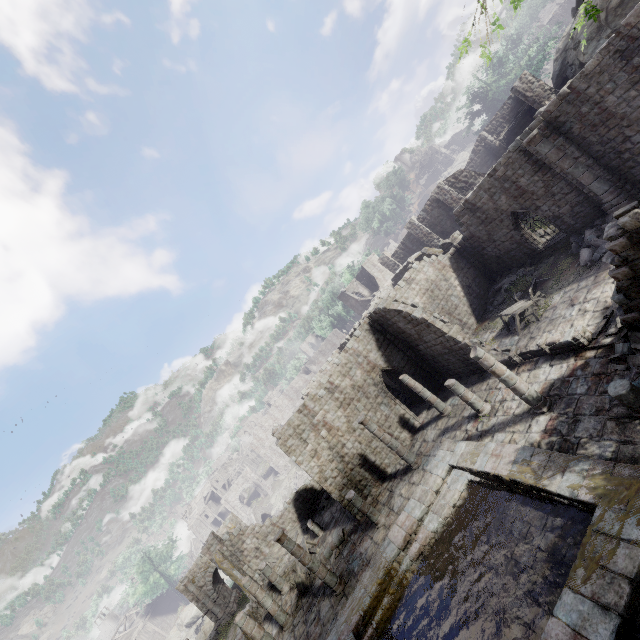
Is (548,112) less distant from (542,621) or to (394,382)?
(394,382)

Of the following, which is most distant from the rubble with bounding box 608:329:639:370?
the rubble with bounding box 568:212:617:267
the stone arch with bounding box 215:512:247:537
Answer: the stone arch with bounding box 215:512:247:537

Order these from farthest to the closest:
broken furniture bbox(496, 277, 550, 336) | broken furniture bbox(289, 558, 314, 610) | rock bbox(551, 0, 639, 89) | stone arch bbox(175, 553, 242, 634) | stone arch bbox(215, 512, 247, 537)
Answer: stone arch bbox(215, 512, 247, 537) < stone arch bbox(175, 553, 242, 634) < rock bbox(551, 0, 639, 89) < broken furniture bbox(289, 558, 314, 610) < broken furniture bbox(496, 277, 550, 336)

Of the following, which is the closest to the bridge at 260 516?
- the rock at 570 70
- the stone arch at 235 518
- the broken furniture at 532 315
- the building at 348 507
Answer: the stone arch at 235 518

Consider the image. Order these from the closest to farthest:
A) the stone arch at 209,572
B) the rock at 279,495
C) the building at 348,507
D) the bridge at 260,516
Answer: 1. the building at 348,507
2. the stone arch at 209,572
3. the bridge at 260,516
4. the rock at 279,495

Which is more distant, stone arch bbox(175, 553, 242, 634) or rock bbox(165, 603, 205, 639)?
rock bbox(165, 603, 205, 639)

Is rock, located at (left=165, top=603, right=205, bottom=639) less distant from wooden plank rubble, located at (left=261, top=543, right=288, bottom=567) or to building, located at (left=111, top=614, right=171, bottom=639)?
building, located at (left=111, top=614, right=171, bottom=639)

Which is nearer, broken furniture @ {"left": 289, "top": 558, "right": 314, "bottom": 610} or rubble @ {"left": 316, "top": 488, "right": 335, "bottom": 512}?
broken furniture @ {"left": 289, "top": 558, "right": 314, "bottom": 610}
